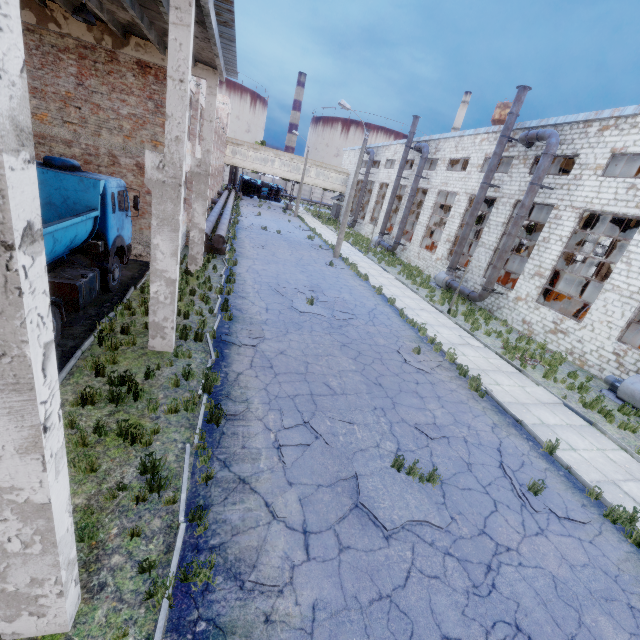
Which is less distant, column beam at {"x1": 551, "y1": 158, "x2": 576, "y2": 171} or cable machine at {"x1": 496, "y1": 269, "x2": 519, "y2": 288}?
cable machine at {"x1": 496, "y1": 269, "x2": 519, "y2": 288}

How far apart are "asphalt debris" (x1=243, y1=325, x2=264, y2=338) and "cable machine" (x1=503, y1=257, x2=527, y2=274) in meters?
30.2 m

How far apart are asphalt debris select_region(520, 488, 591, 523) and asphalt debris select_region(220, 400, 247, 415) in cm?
616

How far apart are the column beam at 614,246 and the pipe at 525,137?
18.4m

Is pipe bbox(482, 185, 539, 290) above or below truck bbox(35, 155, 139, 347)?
above

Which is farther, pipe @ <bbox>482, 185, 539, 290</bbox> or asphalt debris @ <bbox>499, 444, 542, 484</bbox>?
pipe @ <bbox>482, 185, 539, 290</bbox>

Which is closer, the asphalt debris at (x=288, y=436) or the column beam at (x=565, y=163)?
the asphalt debris at (x=288, y=436)

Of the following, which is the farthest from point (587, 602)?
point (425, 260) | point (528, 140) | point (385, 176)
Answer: point (385, 176)
